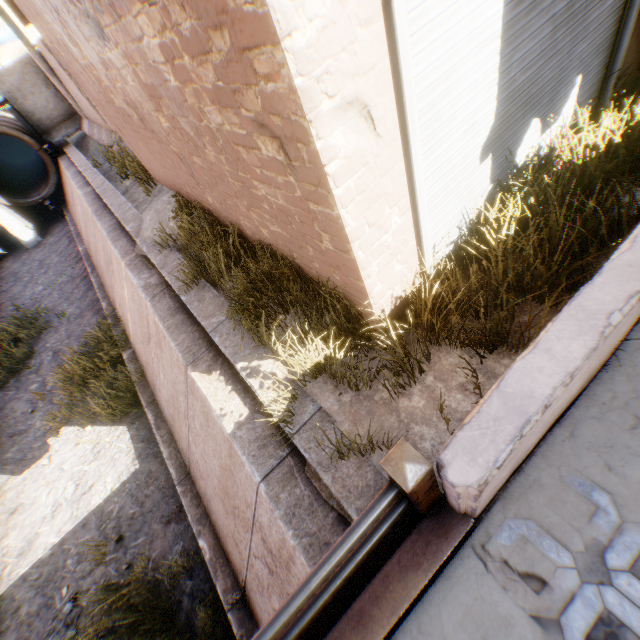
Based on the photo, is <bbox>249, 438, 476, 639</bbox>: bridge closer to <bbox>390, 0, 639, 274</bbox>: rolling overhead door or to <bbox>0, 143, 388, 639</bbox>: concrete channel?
<bbox>0, 143, 388, 639</bbox>: concrete channel

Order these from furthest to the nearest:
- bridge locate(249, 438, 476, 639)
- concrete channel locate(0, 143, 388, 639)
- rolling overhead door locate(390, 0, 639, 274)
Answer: concrete channel locate(0, 143, 388, 639)
rolling overhead door locate(390, 0, 639, 274)
bridge locate(249, 438, 476, 639)

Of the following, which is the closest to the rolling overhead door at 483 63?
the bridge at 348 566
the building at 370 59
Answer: the building at 370 59

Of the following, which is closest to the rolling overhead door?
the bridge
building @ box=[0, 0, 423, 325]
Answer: building @ box=[0, 0, 423, 325]

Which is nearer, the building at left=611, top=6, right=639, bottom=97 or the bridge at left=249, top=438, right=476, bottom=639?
the bridge at left=249, top=438, right=476, bottom=639

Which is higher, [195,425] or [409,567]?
[409,567]
